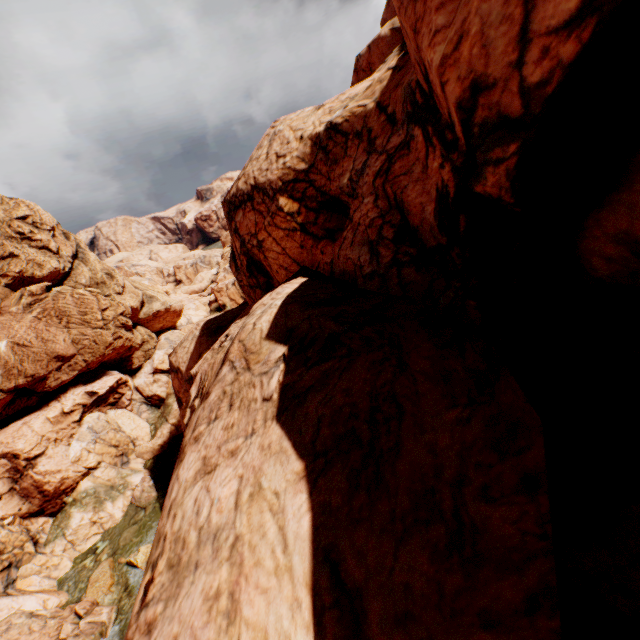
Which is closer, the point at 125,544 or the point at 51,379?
the point at 125,544
